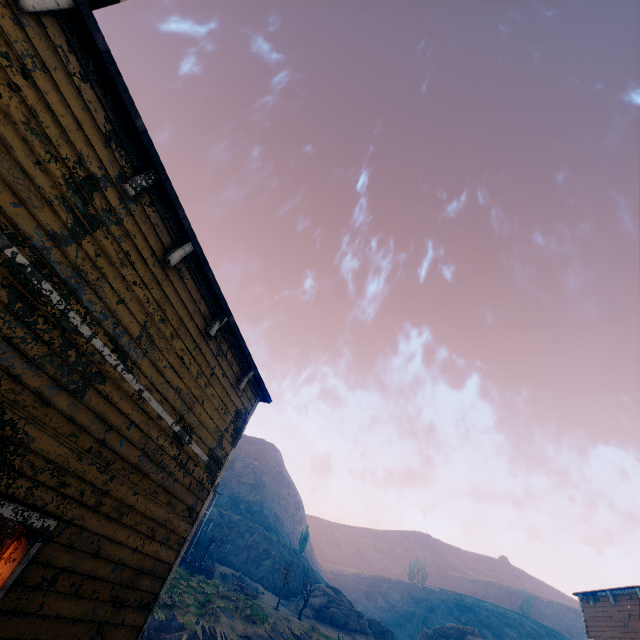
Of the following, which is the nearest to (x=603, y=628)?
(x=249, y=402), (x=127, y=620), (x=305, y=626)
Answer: (x=305, y=626)

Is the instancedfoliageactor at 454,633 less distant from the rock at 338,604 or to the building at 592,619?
the rock at 338,604

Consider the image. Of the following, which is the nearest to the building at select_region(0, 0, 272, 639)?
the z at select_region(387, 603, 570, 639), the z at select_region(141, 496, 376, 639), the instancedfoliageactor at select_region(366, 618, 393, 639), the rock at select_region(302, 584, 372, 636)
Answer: the z at select_region(141, 496, 376, 639)

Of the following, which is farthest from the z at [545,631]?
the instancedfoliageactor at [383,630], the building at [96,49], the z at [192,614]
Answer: the building at [96,49]

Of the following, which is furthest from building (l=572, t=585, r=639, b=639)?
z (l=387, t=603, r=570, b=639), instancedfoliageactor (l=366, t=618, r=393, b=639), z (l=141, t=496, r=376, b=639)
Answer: z (l=387, t=603, r=570, b=639)

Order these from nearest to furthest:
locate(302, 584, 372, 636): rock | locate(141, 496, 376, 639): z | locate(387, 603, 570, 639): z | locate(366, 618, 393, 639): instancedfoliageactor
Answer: locate(141, 496, 376, 639): z < locate(302, 584, 372, 636): rock < locate(366, 618, 393, 639): instancedfoliageactor < locate(387, 603, 570, 639): z

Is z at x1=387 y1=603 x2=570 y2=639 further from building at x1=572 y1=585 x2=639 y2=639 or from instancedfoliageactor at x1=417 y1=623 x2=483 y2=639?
building at x1=572 y1=585 x2=639 y2=639

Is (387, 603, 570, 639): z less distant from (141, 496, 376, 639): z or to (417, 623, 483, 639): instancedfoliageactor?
(417, 623, 483, 639): instancedfoliageactor
